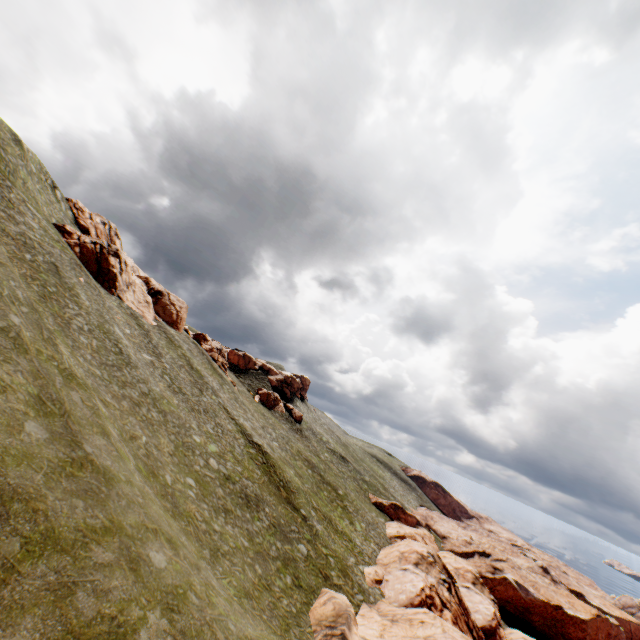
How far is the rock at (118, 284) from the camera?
44.7 meters

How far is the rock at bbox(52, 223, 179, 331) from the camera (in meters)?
44.69

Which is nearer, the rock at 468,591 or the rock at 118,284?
the rock at 468,591

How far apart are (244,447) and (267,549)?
14.78m

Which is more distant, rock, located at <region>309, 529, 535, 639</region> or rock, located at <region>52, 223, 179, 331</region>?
rock, located at <region>52, 223, 179, 331</region>

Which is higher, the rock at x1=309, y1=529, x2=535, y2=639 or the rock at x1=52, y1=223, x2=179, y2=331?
the rock at x1=52, y1=223, x2=179, y2=331
